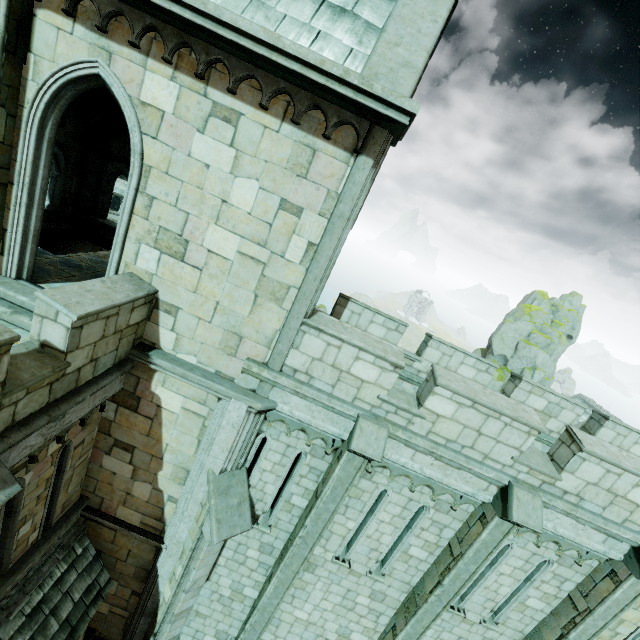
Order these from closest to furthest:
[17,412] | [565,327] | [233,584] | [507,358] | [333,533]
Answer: [17,412] < [333,533] < [233,584] < [507,358] < [565,327]

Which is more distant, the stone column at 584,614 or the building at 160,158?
the stone column at 584,614

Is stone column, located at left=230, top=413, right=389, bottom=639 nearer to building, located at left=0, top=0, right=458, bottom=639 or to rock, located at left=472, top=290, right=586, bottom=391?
building, located at left=0, top=0, right=458, bottom=639

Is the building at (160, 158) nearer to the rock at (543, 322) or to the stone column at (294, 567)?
the stone column at (294, 567)

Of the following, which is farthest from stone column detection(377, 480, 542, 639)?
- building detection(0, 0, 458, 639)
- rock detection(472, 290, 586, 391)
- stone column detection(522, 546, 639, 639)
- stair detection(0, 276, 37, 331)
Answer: rock detection(472, 290, 586, 391)

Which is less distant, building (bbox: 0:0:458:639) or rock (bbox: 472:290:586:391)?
building (bbox: 0:0:458:639)

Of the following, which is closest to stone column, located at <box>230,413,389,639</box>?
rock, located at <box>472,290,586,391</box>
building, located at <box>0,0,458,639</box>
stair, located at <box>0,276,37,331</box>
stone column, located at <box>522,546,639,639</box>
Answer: building, located at <box>0,0,458,639</box>

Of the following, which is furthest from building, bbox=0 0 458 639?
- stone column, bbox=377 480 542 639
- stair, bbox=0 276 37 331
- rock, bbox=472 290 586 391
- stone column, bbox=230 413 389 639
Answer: rock, bbox=472 290 586 391
